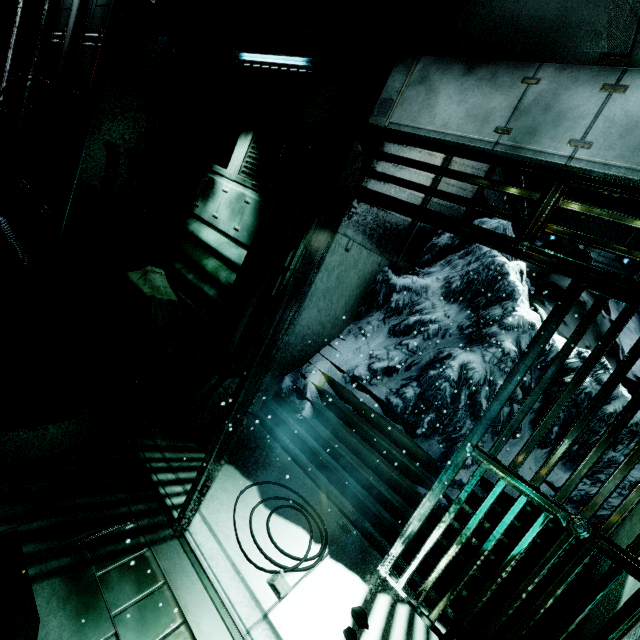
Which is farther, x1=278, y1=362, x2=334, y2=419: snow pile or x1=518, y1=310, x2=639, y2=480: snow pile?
x1=278, y1=362, x2=334, y2=419: snow pile

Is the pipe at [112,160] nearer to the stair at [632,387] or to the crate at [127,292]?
the crate at [127,292]

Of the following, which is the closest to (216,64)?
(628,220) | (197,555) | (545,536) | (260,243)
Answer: (260,243)

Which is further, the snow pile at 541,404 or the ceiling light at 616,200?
the ceiling light at 616,200

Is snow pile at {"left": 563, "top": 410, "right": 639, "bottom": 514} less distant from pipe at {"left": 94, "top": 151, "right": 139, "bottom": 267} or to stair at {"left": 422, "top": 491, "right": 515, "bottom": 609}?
stair at {"left": 422, "top": 491, "right": 515, "bottom": 609}

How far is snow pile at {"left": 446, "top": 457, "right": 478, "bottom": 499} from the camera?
3.4 meters

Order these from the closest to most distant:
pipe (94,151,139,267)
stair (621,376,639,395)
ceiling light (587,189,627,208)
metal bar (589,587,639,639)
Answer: metal bar (589,587,639,639) < stair (621,376,639,395) < pipe (94,151,139,267) < ceiling light (587,189,627,208)

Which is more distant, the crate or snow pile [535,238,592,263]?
snow pile [535,238,592,263]
